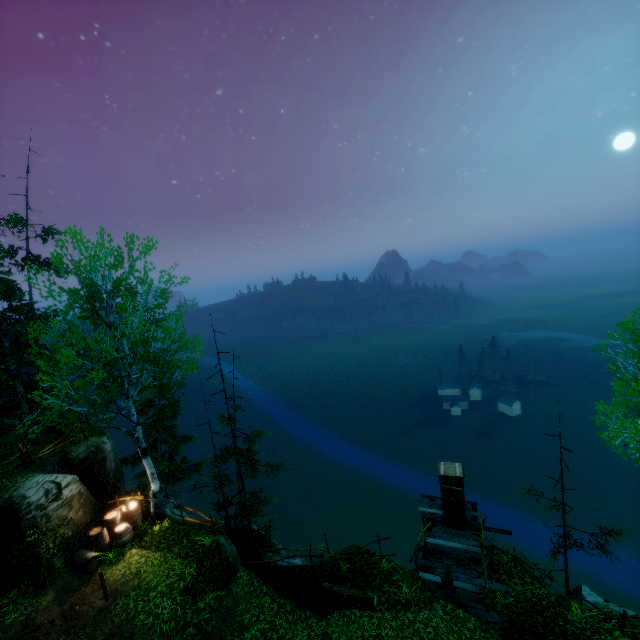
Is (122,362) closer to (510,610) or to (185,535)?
(185,535)

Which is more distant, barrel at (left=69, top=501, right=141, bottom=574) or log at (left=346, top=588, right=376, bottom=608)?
barrel at (left=69, top=501, right=141, bottom=574)

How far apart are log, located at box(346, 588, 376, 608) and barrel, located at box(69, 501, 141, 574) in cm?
837

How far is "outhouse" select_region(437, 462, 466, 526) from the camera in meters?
15.3 m

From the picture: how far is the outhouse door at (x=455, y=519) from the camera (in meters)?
15.24

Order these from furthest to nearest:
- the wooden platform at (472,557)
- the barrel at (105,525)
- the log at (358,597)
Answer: the wooden platform at (472,557), the barrel at (105,525), the log at (358,597)

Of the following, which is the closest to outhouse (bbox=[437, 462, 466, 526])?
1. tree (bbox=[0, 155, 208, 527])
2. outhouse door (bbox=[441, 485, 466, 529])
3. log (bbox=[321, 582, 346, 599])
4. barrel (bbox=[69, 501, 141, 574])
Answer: outhouse door (bbox=[441, 485, 466, 529])

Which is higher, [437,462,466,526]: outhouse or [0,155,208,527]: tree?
[0,155,208,527]: tree
